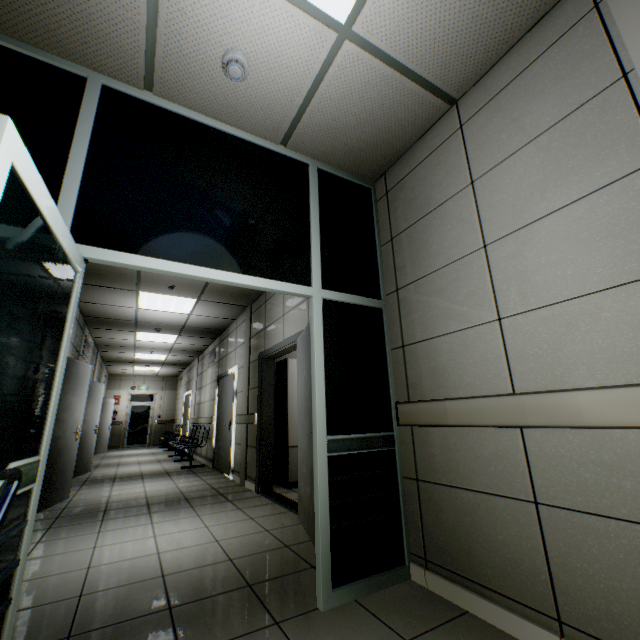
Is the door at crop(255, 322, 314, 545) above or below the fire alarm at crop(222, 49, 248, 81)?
below

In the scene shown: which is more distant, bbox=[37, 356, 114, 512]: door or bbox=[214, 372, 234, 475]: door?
bbox=[214, 372, 234, 475]: door

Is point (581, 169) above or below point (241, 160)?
below

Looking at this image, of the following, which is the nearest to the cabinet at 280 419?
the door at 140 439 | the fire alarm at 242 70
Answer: the fire alarm at 242 70

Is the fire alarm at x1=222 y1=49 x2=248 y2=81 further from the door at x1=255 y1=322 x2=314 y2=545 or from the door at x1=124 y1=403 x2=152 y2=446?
the door at x1=124 y1=403 x2=152 y2=446

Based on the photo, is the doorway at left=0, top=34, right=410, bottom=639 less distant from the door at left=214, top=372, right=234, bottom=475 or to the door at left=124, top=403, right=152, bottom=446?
the door at left=214, top=372, right=234, bottom=475

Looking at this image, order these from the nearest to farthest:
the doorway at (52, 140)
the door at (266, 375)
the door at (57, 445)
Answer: the doorway at (52, 140) < the door at (266, 375) < the door at (57, 445)

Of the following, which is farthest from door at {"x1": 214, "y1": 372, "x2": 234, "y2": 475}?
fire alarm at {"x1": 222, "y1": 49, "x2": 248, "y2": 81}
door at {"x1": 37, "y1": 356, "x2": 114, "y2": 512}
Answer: fire alarm at {"x1": 222, "y1": 49, "x2": 248, "y2": 81}
